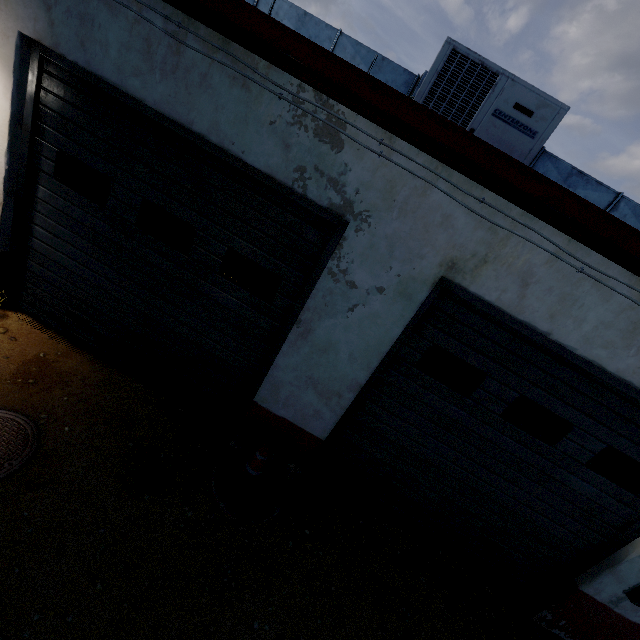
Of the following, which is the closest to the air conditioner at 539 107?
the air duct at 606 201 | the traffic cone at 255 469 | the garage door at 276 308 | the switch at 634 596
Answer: the air duct at 606 201

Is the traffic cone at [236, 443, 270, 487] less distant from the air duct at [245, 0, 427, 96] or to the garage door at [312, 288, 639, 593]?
the garage door at [312, 288, 639, 593]

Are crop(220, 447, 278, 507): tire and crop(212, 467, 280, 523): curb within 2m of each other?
yes

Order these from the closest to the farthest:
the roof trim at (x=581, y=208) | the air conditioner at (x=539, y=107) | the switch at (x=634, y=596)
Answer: the roof trim at (x=581, y=208)
the air conditioner at (x=539, y=107)
the switch at (x=634, y=596)

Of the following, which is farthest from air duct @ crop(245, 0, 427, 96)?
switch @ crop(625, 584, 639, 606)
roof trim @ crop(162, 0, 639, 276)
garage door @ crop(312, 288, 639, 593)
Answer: switch @ crop(625, 584, 639, 606)

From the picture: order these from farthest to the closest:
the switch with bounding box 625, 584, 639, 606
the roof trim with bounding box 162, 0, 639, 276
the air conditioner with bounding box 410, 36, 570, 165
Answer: the switch with bounding box 625, 584, 639, 606 → the air conditioner with bounding box 410, 36, 570, 165 → the roof trim with bounding box 162, 0, 639, 276

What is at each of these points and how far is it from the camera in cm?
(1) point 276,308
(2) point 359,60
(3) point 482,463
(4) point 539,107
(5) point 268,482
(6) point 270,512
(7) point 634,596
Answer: (1) garage door, 364
(2) air duct, 361
(3) garage door, 379
(4) air conditioner, 320
(5) tire, 379
(6) curb, 373
(7) switch, 371

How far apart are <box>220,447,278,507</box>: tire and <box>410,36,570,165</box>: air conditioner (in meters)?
4.06
